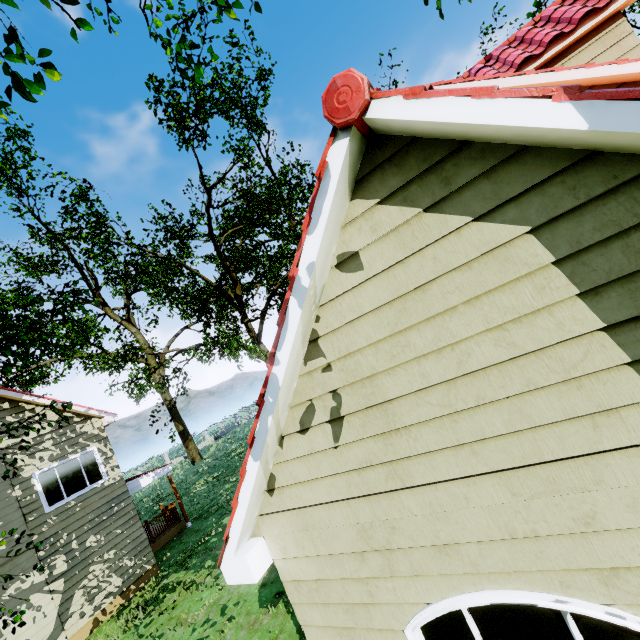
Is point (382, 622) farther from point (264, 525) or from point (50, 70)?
point (50, 70)

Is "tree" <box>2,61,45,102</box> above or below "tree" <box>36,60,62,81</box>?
below

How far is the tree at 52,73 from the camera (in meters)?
5.36

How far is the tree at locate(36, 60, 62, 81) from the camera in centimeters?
536cm

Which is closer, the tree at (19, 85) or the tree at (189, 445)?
the tree at (19, 85)

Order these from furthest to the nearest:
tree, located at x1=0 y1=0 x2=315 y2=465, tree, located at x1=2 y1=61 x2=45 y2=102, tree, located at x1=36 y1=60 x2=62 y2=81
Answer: tree, located at x1=0 y1=0 x2=315 y2=465 → tree, located at x1=36 y1=60 x2=62 y2=81 → tree, located at x1=2 y1=61 x2=45 y2=102

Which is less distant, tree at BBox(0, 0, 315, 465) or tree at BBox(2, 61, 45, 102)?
tree at BBox(2, 61, 45, 102)
